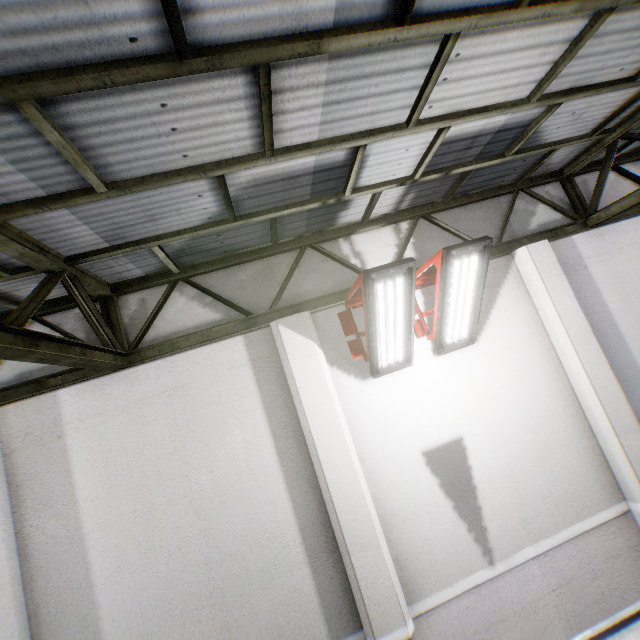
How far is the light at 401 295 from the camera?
3.7m

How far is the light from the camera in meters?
3.7

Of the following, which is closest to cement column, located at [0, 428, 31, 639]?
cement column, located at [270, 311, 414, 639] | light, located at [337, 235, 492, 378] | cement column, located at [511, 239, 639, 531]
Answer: cement column, located at [270, 311, 414, 639]

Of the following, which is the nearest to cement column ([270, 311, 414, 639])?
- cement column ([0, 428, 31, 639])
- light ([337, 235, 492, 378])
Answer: light ([337, 235, 492, 378])

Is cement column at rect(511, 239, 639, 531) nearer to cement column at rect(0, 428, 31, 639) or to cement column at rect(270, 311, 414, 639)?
cement column at rect(270, 311, 414, 639)

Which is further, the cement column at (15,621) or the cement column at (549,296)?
the cement column at (549,296)

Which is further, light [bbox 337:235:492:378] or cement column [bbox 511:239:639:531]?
cement column [bbox 511:239:639:531]

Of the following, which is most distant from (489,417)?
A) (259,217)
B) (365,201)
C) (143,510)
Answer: (143,510)
